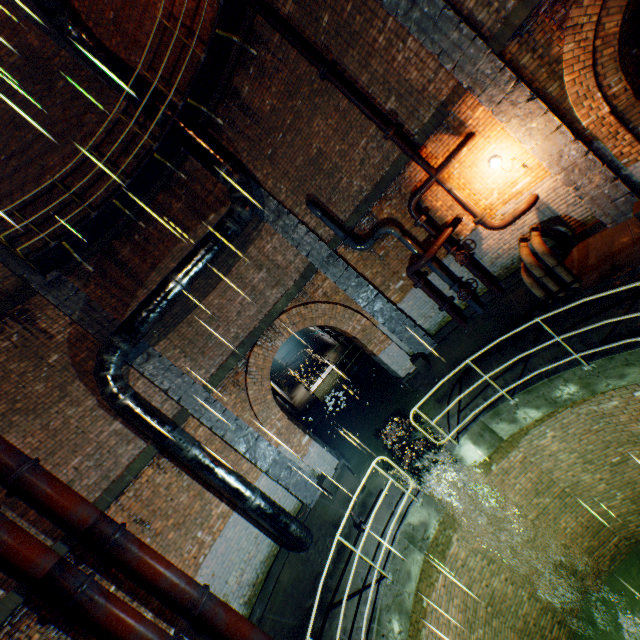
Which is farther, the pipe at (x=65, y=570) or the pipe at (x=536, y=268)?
the pipe at (x=536, y=268)

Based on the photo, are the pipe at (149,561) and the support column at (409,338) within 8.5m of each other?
yes

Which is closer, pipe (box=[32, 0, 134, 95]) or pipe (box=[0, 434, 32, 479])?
pipe (box=[0, 434, 32, 479])

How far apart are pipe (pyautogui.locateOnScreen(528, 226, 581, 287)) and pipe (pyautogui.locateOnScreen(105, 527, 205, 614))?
9.52m

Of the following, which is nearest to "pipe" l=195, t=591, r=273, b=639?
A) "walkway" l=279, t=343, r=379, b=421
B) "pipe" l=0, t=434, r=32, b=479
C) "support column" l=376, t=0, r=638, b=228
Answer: "pipe" l=0, t=434, r=32, b=479

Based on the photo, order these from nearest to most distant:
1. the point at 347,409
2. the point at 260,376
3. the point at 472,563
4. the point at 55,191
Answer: the point at 472,563, the point at 55,191, the point at 260,376, the point at 347,409

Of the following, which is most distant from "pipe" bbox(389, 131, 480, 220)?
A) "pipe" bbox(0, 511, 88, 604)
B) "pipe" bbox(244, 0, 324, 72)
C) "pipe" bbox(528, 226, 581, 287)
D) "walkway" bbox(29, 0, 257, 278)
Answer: "pipe" bbox(0, 511, 88, 604)

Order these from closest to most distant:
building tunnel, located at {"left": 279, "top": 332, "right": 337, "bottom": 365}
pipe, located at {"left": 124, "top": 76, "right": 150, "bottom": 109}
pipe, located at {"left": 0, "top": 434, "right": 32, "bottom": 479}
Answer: pipe, located at {"left": 0, "top": 434, "right": 32, "bottom": 479} → pipe, located at {"left": 124, "top": 76, "right": 150, "bottom": 109} → building tunnel, located at {"left": 279, "top": 332, "right": 337, "bottom": 365}
